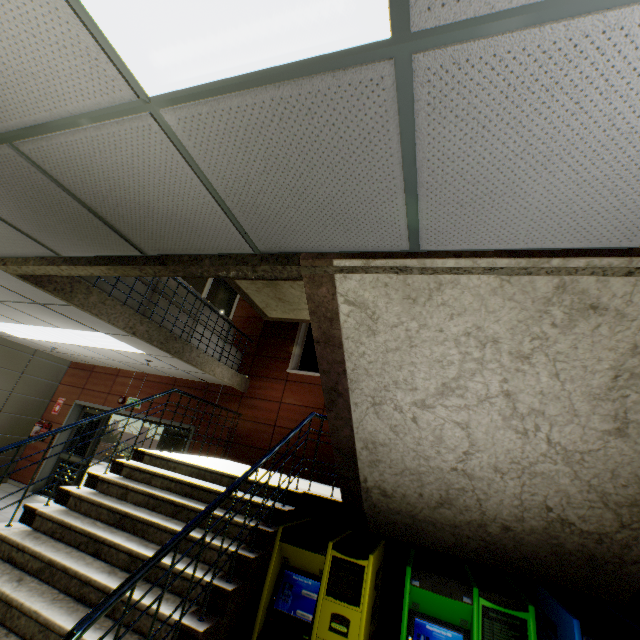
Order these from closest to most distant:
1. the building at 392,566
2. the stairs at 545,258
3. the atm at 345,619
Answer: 1. the stairs at 545,258
2. the atm at 345,619
3. the building at 392,566

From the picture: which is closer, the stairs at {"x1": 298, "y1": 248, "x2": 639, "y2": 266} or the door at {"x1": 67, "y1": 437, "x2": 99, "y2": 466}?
the stairs at {"x1": 298, "y1": 248, "x2": 639, "y2": 266}

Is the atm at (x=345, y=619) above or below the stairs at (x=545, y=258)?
below

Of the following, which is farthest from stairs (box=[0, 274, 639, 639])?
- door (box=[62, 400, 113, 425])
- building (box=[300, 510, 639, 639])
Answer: door (box=[62, 400, 113, 425])

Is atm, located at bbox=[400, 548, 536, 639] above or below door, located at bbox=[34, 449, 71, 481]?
above

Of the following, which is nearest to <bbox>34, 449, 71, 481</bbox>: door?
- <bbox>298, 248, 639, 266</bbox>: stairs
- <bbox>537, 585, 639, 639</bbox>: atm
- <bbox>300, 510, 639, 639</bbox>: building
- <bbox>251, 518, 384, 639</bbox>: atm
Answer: <bbox>298, 248, 639, 266</bbox>: stairs

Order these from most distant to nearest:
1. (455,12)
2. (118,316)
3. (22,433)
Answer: →
1. (22,433)
2. (118,316)
3. (455,12)
